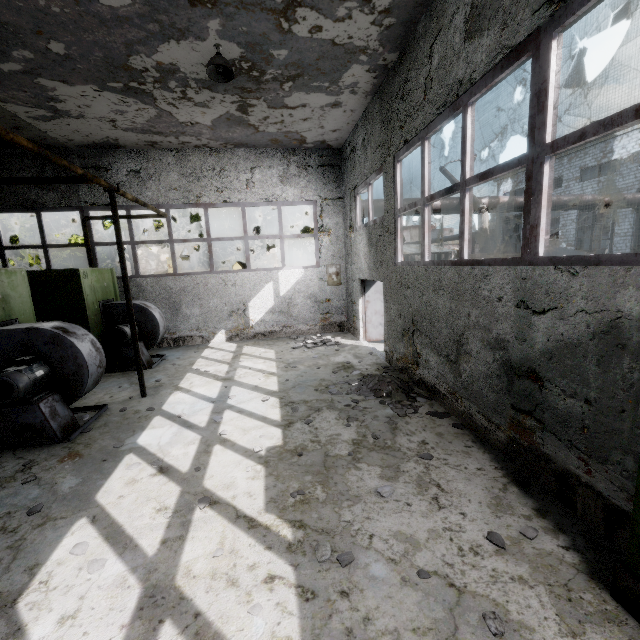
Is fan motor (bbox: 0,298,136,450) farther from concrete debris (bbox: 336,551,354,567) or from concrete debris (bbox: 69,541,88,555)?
concrete debris (bbox: 336,551,354,567)

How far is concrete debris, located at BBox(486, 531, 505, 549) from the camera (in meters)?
3.06

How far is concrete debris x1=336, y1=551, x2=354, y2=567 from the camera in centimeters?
296cm

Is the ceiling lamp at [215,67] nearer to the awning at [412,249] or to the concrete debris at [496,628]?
the awning at [412,249]

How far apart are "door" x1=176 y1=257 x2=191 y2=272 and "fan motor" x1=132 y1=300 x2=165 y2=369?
22.21m

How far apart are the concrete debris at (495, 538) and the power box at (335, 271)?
10.1 meters

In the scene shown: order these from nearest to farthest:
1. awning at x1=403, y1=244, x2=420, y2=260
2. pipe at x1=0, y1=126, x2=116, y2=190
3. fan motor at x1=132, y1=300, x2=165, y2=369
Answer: pipe at x1=0, y1=126, x2=116, y2=190
awning at x1=403, y1=244, x2=420, y2=260
fan motor at x1=132, y1=300, x2=165, y2=369

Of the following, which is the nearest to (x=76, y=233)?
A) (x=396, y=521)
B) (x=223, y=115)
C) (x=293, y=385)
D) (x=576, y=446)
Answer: (x=223, y=115)
